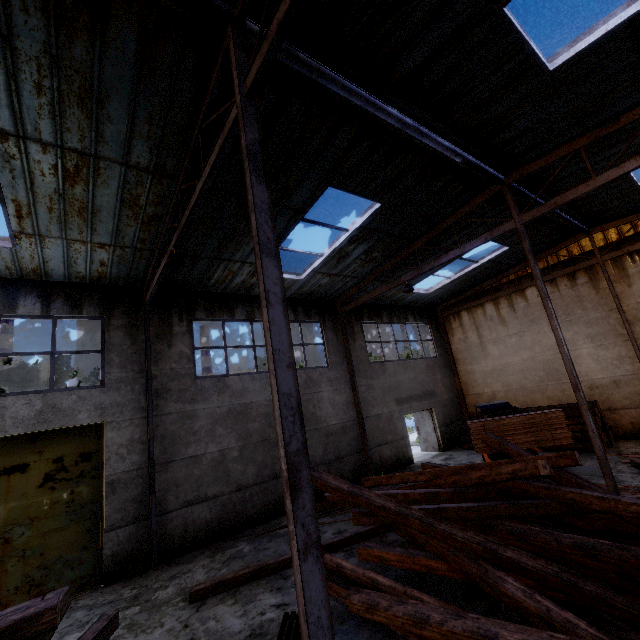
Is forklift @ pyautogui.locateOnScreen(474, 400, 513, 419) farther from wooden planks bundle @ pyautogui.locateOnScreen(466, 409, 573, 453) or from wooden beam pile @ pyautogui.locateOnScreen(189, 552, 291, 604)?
wooden beam pile @ pyautogui.locateOnScreen(189, 552, 291, 604)

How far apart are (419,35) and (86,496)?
12.1 meters

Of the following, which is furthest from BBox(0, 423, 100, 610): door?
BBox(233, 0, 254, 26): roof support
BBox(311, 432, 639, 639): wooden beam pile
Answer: BBox(311, 432, 639, 639): wooden beam pile

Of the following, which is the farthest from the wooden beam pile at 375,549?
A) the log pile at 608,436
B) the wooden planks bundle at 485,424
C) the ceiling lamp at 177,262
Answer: the log pile at 608,436

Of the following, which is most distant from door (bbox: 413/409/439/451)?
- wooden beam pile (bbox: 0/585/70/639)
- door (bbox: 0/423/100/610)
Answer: wooden beam pile (bbox: 0/585/70/639)

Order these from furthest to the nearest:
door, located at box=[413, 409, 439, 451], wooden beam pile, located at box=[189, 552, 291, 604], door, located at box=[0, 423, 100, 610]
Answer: door, located at box=[413, 409, 439, 451] → door, located at box=[0, 423, 100, 610] → wooden beam pile, located at box=[189, 552, 291, 604]

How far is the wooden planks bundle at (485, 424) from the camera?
9.59m

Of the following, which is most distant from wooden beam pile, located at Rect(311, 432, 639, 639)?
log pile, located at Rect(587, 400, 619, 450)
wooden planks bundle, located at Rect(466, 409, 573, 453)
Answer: log pile, located at Rect(587, 400, 619, 450)
